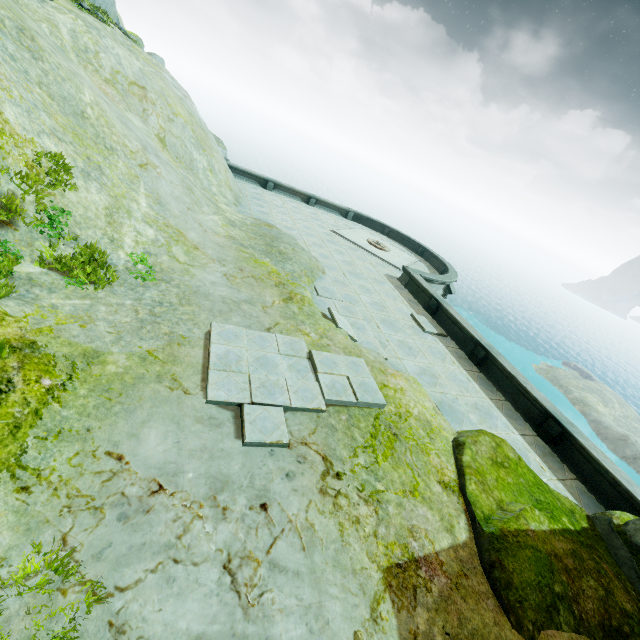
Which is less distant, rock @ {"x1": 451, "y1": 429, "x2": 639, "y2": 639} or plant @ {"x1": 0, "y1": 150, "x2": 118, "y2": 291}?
A: rock @ {"x1": 451, "y1": 429, "x2": 639, "y2": 639}

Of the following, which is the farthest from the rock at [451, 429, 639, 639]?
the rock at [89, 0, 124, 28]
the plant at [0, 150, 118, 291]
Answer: the plant at [0, 150, 118, 291]

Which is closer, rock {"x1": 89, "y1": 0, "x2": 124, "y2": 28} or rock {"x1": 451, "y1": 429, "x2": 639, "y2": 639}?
rock {"x1": 451, "y1": 429, "x2": 639, "y2": 639}

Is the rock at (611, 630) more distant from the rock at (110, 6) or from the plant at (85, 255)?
the plant at (85, 255)

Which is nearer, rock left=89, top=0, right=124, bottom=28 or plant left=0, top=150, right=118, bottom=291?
plant left=0, top=150, right=118, bottom=291

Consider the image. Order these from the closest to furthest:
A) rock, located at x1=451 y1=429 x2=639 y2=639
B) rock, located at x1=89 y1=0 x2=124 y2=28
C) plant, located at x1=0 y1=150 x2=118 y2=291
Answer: rock, located at x1=451 y1=429 x2=639 y2=639 < plant, located at x1=0 y1=150 x2=118 y2=291 < rock, located at x1=89 y1=0 x2=124 y2=28

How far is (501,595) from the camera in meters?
4.9
